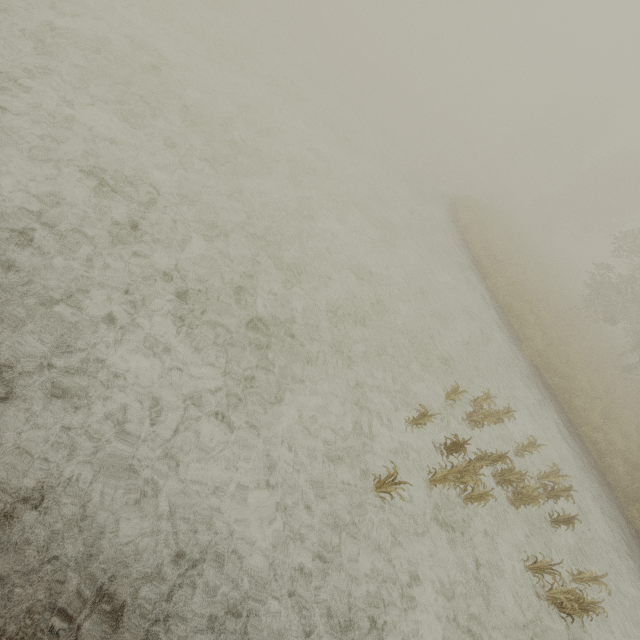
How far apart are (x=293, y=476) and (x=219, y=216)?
4.7 meters
